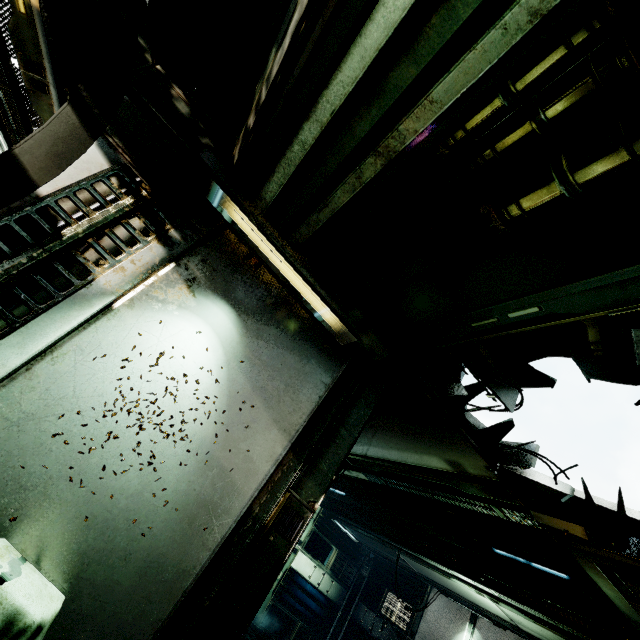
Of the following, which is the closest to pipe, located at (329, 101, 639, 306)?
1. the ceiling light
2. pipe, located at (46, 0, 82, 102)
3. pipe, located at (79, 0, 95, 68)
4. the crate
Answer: the ceiling light

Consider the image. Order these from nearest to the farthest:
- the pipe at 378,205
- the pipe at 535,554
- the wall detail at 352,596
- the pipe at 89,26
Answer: the pipe at 378,205 → the pipe at 89,26 → the pipe at 535,554 → the wall detail at 352,596

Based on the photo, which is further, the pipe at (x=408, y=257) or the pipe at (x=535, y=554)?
the pipe at (x=535, y=554)

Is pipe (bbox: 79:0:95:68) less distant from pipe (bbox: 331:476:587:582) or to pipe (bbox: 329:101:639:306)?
pipe (bbox: 329:101:639:306)

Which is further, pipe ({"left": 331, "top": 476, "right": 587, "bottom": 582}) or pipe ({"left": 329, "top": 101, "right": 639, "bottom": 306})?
pipe ({"left": 331, "top": 476, "right": 587, "bottom": 582})

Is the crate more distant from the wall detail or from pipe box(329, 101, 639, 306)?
the wall detail

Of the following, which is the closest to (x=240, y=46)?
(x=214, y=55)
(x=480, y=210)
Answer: (x=214, y=55)

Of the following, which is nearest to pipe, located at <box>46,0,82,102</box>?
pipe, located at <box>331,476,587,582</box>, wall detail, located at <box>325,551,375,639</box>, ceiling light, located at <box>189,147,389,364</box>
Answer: ceiling light, located at <box>189,147,389,364</box>
